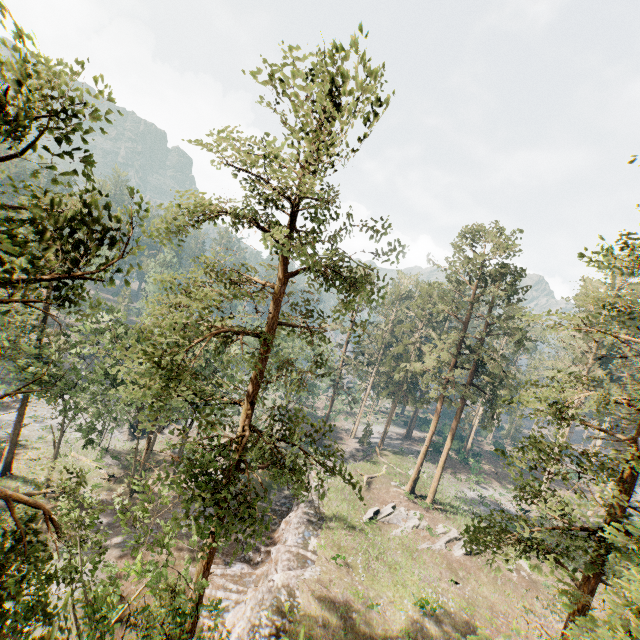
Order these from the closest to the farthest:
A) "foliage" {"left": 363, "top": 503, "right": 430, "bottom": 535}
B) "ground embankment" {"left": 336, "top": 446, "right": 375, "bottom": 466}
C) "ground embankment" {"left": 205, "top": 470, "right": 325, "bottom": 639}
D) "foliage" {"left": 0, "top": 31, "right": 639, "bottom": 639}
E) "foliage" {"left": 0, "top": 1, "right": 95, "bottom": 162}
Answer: "foliage" {"left": 0, "top": 1, "right": 95, "bottom": 162}, "foliage" {"left": 0, "top": 31, "right": 639, "bottom": 639}, "ground embankment" {"left": 205, "top": 470, "right": 325, "bottom": 639}, "foliage" {"left": 363, "top": 503, "right": 430, "bottom": 535}, "ground embankment" {"left": 336, "top": 446, "right": 375, "bottom": 466}

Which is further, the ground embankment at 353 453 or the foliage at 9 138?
the ground embankment at 353 453

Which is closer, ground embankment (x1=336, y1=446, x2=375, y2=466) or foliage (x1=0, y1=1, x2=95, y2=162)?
foliage (x1=0, y1=1, x2=95, y2=162)

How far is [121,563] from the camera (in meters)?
22.66

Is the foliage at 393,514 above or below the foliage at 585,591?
below

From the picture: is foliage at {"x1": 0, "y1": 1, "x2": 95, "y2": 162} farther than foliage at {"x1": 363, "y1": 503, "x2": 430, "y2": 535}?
No
